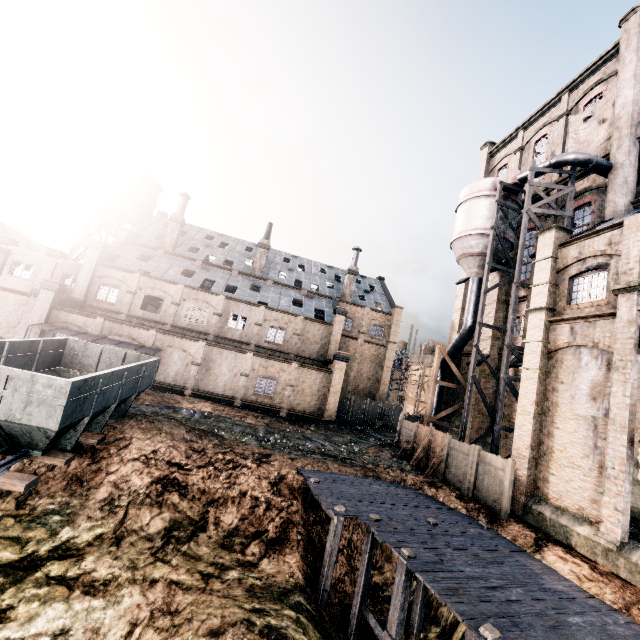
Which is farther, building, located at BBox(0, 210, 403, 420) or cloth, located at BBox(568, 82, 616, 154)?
building, located at BBox(0, 210, 403, 420)

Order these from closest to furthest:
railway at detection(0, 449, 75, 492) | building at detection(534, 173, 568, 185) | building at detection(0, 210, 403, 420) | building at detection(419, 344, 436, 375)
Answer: railway at detection(0, 449, 75, 492) → building at detection(534, 173, 568, 185) → building at detection(0, 210, 403, 420) → building at detection(419, 344, 436, 375)

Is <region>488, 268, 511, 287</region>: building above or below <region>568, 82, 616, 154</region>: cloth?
below

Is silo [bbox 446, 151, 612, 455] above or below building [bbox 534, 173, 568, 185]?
below

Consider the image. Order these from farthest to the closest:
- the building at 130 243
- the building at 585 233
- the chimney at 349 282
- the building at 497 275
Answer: the chimney at 349 282, the building at 130 243, the building at 497 275, the building at 585 233

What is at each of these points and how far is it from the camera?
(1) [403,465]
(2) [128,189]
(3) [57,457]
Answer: (1) stone debris, 21.2 meters
(2) water tower, 45.3 meters
(3) railway, 11.5 meters

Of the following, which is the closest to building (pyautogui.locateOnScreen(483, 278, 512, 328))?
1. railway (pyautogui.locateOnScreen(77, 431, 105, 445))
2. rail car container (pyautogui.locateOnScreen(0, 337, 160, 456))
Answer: rail car container (pyautogui.locateOnScreen(0, 337, 160, 456))

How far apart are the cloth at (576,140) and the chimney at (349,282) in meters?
24.2 m
